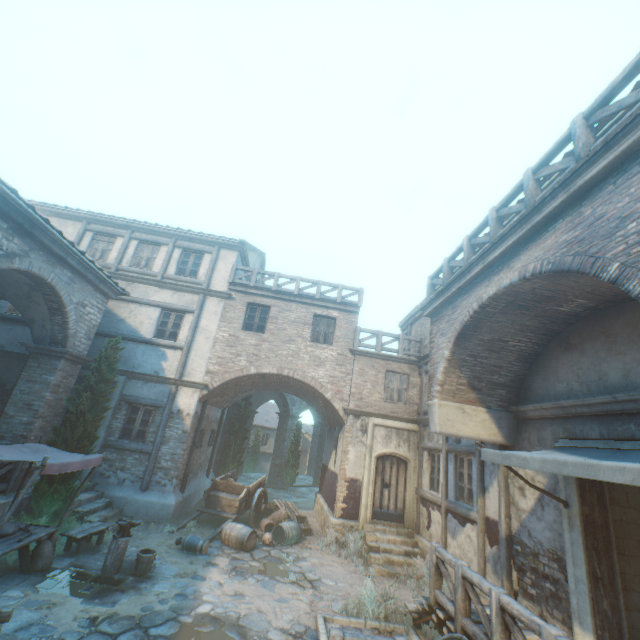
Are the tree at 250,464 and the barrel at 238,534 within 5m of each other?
no

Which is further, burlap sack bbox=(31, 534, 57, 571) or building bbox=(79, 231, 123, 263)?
building bbox=(79, 231, 123, 263)

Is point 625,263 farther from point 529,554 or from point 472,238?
point 529,554

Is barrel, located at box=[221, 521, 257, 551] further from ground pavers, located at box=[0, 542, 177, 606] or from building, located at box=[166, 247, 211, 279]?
building, located at box=[166, 247, 211, 279]

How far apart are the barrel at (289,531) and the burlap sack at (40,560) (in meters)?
6.31

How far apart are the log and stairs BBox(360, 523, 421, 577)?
6.9 meters

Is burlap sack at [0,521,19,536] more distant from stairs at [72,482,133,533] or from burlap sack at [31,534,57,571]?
stairs at [72,482,133,533]

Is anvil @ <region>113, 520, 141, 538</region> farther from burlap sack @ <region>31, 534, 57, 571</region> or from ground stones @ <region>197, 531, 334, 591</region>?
ground stones @ <region>197, 531, 334, 591</region>
